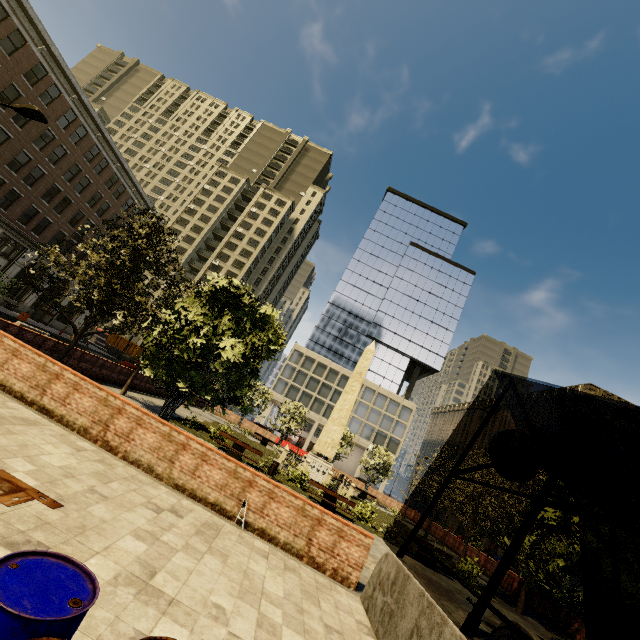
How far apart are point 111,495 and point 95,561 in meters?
2.2

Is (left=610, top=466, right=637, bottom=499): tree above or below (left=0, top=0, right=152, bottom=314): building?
below

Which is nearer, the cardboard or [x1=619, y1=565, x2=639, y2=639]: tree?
the cardboard

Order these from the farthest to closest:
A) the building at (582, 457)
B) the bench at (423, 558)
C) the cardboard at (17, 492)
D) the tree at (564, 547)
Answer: the building at (582, 457) < the bench at (423, 558) < the tree at (564, 547) < the cardboard at (17, 492)

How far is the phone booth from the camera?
35.9m

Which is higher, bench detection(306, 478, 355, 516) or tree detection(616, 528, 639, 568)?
tree detection(616, 528, 639, 568)

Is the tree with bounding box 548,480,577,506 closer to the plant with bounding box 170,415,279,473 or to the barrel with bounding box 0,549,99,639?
the plant with bounding box 170,415,279,473

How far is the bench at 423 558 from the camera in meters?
15.6 m
